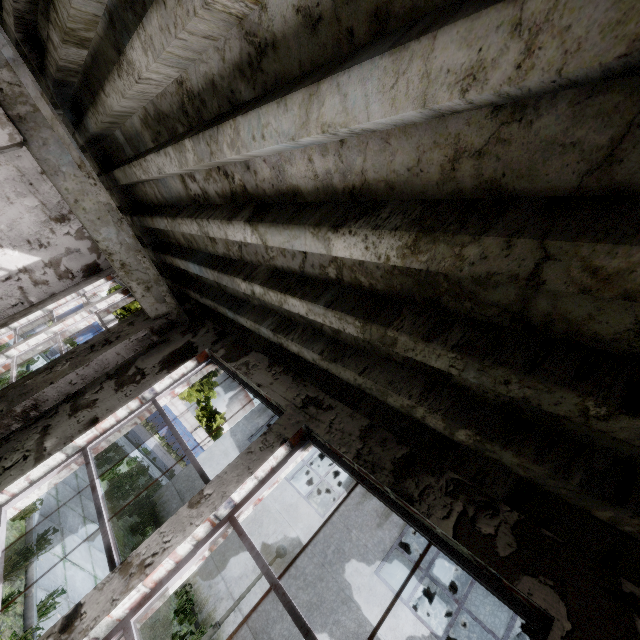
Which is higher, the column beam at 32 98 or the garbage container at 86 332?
the column beam at 32 98

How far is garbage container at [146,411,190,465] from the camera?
31.84m

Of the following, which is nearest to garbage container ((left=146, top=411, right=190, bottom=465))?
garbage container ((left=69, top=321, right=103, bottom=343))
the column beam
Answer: garbage container ((left=69, top=321, right=103, bottom=343))

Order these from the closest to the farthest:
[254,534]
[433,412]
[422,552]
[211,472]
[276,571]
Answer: [433,412] < [276,571] < [254,534] < [211,472] < [422,552]

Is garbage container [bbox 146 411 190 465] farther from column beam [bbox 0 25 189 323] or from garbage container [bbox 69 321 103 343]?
column beam [bbox 0 25 189 323]

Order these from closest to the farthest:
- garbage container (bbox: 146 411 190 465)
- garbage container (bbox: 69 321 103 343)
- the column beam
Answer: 1. the column beam
2. garbage container (bbox: 69 321 103 343)
3. garbage container (bbox: 146 411 190 465)

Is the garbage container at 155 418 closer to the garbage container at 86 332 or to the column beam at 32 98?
the garbage container at 86 332

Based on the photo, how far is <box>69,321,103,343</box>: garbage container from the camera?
25.9m
